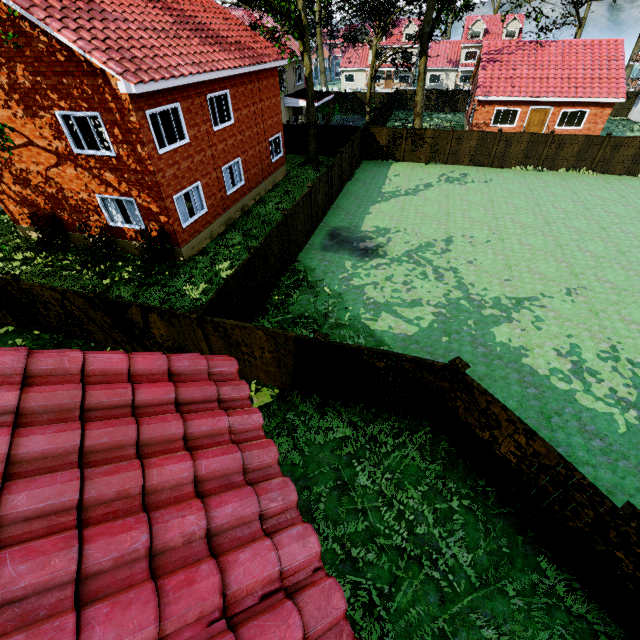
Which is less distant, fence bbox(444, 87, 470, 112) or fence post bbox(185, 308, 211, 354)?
fence post bbox(185, 308, 211, 354)

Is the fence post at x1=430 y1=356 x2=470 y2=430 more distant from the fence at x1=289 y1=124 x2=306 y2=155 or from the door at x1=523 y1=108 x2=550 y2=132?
the door at x1=523 y1=108 x2=550 y2=132

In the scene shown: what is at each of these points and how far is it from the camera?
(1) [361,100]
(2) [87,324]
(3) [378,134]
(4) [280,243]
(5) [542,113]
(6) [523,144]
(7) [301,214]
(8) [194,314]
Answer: (1) fence, 40.7 meters
(2) fence, 10.2 meters
(3) fence, 25.0 meters
(4) fence, 12.8 meters
(5) door, 26.6 meters
(6) fence, 22.9 meters
(7) fence, 14.6 meters
(8) fence post, 8.1 meters

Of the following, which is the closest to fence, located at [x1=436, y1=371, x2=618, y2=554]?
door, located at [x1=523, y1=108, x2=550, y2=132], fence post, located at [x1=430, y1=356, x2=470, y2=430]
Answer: fence post, located at [x1=430, y1=356, x2=470, y2=430]

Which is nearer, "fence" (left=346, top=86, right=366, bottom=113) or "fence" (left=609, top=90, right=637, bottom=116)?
"fence" (left=609, top=90, right=637, bottom=116)

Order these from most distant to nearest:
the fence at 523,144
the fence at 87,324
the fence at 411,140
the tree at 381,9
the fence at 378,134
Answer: the tree at 381,9 → the fence at 378,134 → the fence at 411,140 → the fence at 523,144 → the fence at 87,324

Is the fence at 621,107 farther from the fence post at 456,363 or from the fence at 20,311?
the fence post at 456,363

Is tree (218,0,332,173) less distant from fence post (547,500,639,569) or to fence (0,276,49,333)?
fence (0,276,49,333)
